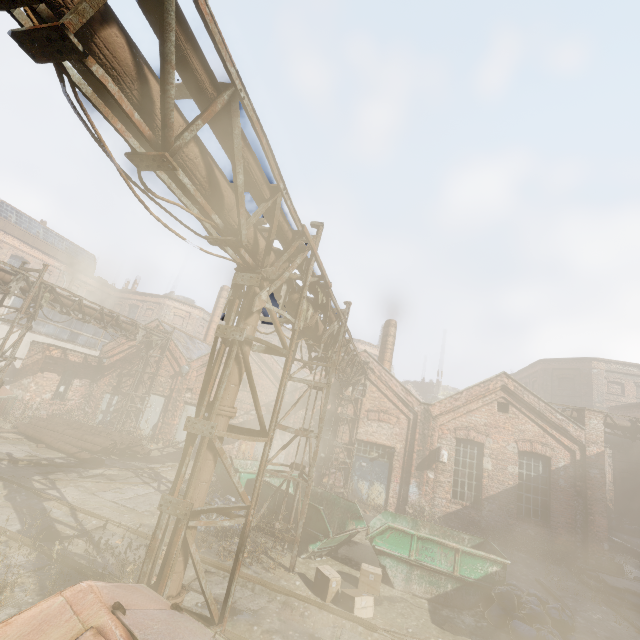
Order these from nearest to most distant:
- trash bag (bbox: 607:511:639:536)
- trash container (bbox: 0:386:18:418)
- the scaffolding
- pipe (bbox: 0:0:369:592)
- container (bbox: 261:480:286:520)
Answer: pipe (bbox: 0:0:369:592) < the scaffolding < container (bbox: 261:480:286:520) < trash container (bbox: 0:386:18:418) < trash bag (bbox: 607:511:639:536)

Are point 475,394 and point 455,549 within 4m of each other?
no

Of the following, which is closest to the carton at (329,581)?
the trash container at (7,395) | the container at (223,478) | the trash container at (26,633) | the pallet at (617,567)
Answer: the container at (223,478)

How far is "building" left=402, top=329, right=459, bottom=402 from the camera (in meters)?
46.12

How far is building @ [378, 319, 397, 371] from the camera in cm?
1941

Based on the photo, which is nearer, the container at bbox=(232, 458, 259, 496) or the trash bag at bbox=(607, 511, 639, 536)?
the container at bbox=(232, 458, 259, 496)

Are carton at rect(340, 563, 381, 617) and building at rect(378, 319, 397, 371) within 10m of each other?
no

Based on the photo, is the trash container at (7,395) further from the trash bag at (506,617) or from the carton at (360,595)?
the trash bag at (506,617)
